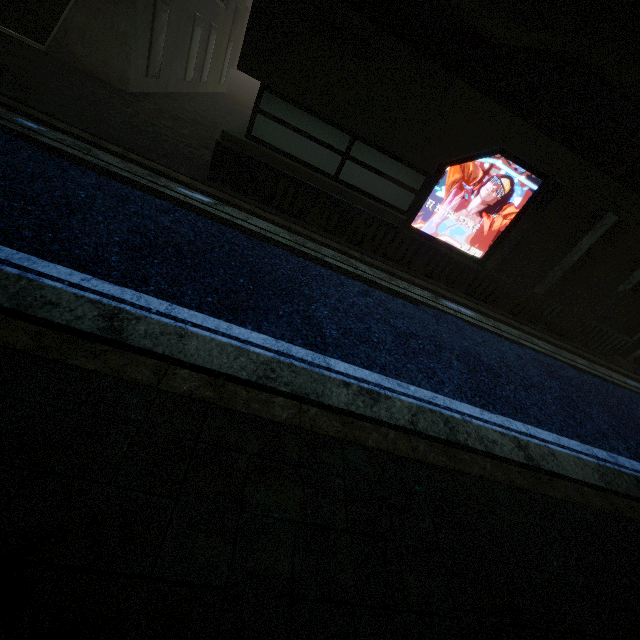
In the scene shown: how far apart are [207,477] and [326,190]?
6.0 meters
